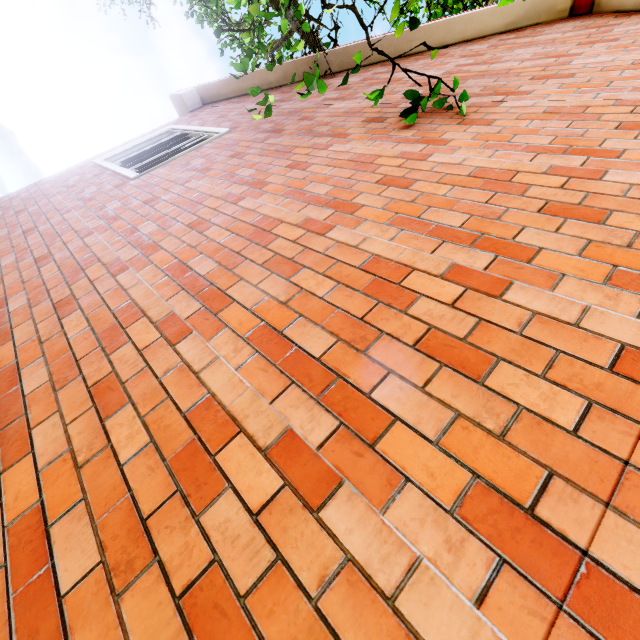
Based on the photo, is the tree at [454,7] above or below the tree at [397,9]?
above

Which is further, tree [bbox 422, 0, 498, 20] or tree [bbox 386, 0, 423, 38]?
tree [bbox 422, 0, 498, 20]

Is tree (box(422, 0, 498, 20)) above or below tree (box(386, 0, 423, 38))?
above

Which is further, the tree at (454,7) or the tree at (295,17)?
the tree at (454,7)

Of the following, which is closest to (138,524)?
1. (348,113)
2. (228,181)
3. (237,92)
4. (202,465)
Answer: (202,465)
